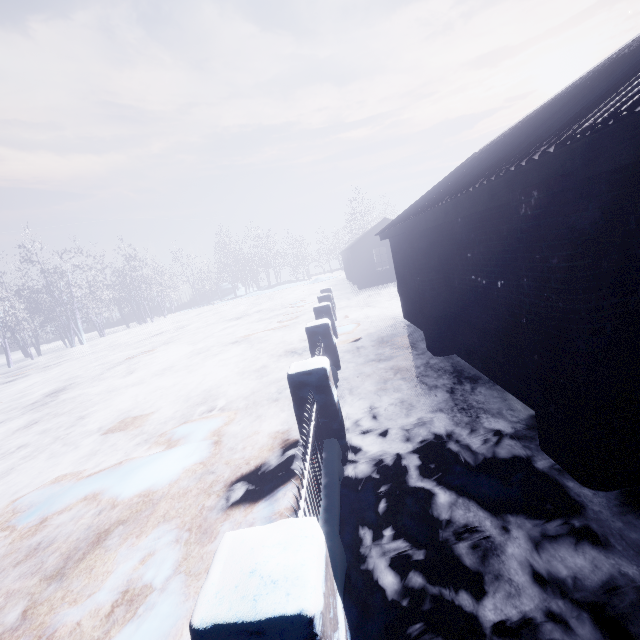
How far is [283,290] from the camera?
33.5m
